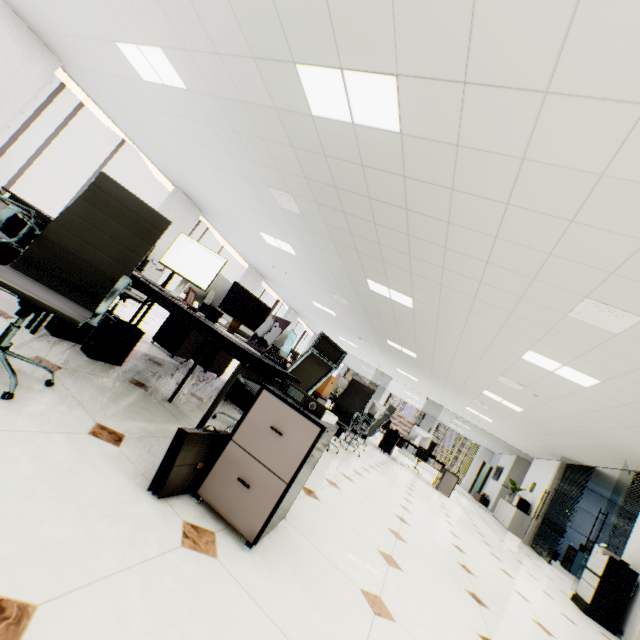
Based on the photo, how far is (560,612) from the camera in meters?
4.1 m

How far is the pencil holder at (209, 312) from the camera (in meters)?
2.58

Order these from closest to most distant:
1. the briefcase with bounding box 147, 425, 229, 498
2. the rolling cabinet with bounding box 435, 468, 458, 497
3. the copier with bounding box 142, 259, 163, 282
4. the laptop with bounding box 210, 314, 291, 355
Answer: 1. the briefcase with bounding box 147, 425, 229, 498
2. the laptop with bounding box 210, 314, 291, 355
3. the copier with bounding box 142, 259, 163, 282
4. the rolling cabinet with bounding box 435, 468, 458, 497

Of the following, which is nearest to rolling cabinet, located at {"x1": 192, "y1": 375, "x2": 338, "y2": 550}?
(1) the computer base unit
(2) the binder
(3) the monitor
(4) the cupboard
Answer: (2) the binder

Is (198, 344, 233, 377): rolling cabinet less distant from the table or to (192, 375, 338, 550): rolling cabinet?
the table

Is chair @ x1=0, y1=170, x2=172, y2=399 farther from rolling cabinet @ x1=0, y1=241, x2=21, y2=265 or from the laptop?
rolling cabinet @ x1=0, y1=241, x2=21, y2=265

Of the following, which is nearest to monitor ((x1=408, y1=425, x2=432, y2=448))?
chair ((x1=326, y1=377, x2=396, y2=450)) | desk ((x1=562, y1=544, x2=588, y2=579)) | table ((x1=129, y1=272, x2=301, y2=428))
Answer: table ((x1=129, y1=272, x2=301, y2=428))

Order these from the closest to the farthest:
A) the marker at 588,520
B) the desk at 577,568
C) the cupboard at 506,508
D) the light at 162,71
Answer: the light at 162,71
the desk at 577,568
the cupboard at 506,508
the marker at 588,520
